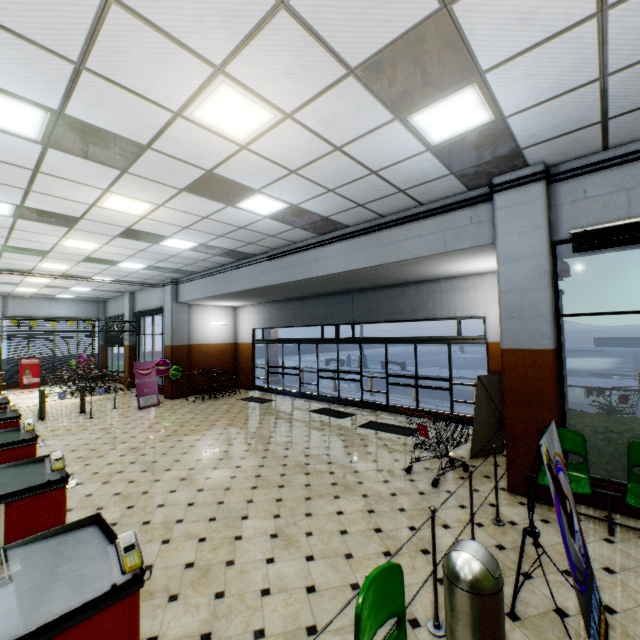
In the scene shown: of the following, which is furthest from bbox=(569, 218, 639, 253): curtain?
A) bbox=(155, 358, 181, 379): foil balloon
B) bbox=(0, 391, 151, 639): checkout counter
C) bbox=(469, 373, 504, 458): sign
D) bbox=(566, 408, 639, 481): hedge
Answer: bbox=(155, 358, 181, 379): foil balloon

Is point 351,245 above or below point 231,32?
below

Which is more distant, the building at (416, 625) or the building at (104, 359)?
the building at (104, 359)

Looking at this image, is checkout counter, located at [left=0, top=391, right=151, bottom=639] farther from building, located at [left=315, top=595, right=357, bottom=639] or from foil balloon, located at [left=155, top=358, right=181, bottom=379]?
foil balloon, located at [left=155, top=358, right=181, bottom=379]

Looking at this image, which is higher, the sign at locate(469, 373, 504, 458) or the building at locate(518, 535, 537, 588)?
the sign at locate(469, 373, 504, 458)

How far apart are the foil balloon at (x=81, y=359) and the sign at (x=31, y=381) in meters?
1.4

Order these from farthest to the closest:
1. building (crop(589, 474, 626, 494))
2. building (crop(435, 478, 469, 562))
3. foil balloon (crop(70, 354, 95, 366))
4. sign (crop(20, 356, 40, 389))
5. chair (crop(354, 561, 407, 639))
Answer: foil balloon (crop(70, 354, 95, 366)) < sign (crop(20, 356, 40, 389)) < building (crop(589, 474, 626, 494)) < building (crop(435, 478, 469, 562)) < chair (crop(354, 561, 407, 639))

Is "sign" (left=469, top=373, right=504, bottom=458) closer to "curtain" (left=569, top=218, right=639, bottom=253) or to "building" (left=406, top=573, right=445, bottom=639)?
"building" (left=406, top=573, right=445, bottom=639)
